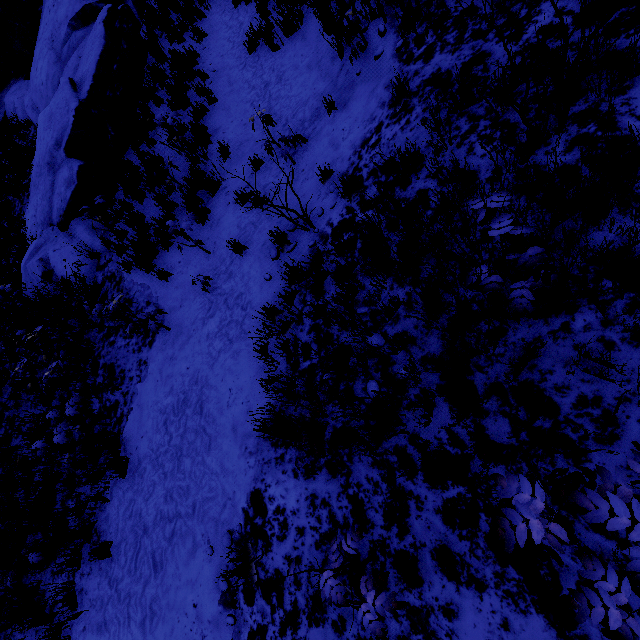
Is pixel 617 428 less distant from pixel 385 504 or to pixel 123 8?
pixel 385 504
